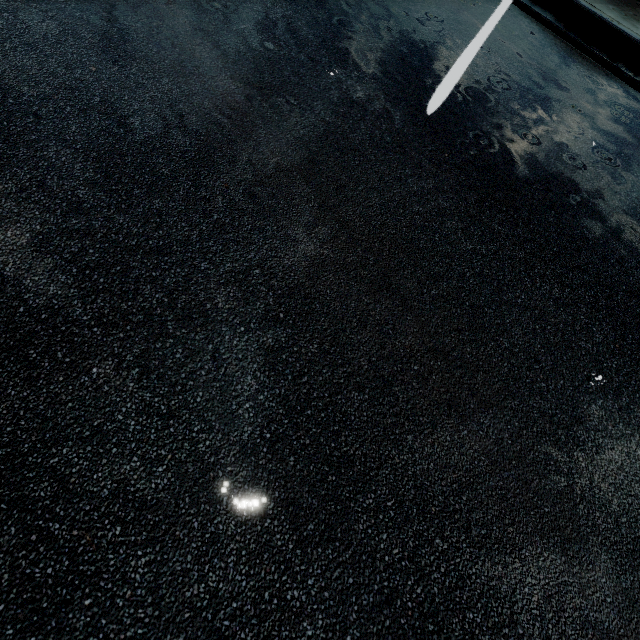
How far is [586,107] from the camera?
3.4m
